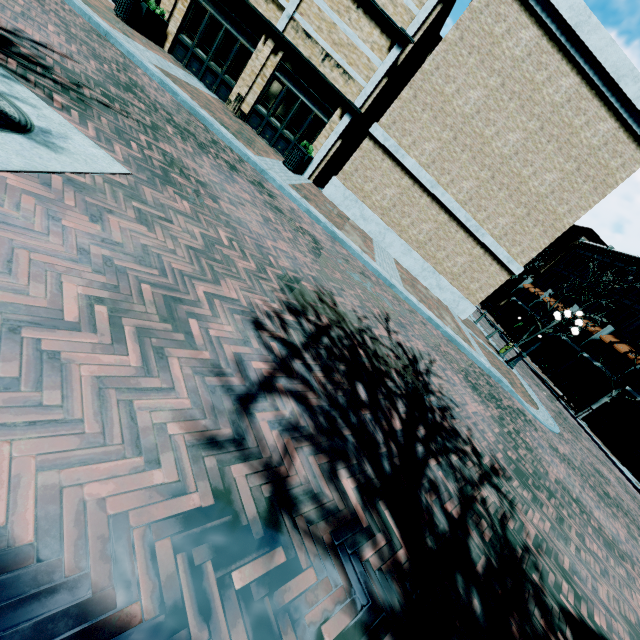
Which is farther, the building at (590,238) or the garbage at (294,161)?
the building at (590,238)

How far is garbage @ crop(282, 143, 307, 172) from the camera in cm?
1201

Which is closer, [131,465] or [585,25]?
[131,465]

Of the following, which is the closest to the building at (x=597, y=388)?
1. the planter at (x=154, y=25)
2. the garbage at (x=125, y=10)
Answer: the planter at (x=154, y=25)

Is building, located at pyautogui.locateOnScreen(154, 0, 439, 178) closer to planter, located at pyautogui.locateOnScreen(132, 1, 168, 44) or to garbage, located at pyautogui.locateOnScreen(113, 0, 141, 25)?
planter, located at pyautogui.locateOnScreen(132, 1, 168, 44)

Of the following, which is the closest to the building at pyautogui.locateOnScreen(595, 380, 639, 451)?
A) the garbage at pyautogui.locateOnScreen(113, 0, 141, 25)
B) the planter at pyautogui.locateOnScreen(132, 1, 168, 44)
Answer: the planter at pyautogui.locateOnScreen(132, 1, 168, 44)

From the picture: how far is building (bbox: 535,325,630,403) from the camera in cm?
2659
